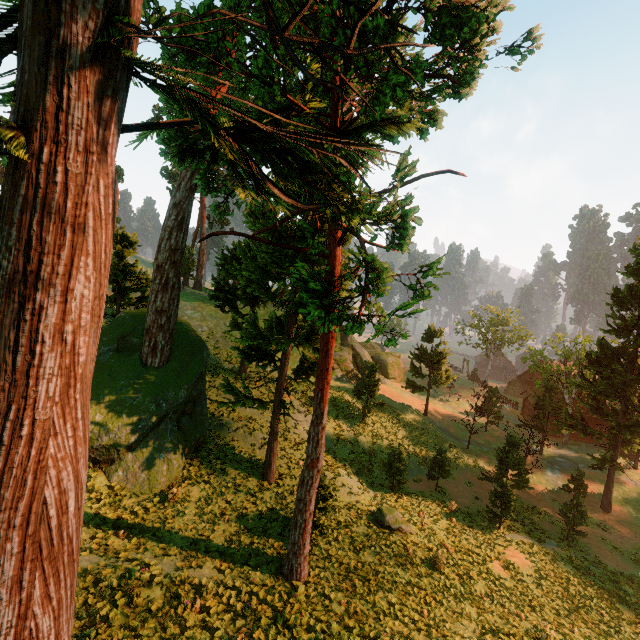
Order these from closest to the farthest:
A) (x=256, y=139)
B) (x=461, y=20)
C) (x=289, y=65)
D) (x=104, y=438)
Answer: (x=461, y=20)
(x=256, y=139)
(x=289, y=65)
(x=104, y=438)

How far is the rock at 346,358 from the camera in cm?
4494

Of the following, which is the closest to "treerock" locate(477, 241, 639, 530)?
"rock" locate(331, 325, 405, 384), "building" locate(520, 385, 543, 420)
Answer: "building" locate(520, 385, 543, 420)

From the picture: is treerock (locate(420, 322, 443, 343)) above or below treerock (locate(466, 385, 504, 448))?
above

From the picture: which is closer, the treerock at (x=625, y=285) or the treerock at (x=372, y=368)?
the treerock at (x=625, y=285)

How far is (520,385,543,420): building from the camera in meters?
47.7 m

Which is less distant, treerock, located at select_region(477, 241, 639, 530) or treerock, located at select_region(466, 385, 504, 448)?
treerock, located at select_region(477, 241, 639, 530)

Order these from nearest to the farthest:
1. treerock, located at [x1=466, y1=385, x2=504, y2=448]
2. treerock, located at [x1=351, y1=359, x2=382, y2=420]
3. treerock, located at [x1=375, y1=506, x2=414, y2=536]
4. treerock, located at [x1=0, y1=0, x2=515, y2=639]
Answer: treerock, located at [x1=0, y1=0, x2=515, y2=639]
treerock, located at [x1=375, y1=506, x2=414, y2=536]
treerock, located at [x1=351, y1=359, x2=382, y2=420]
treerock, located at [x1=466, y1=385, x2=504, y2=448]
